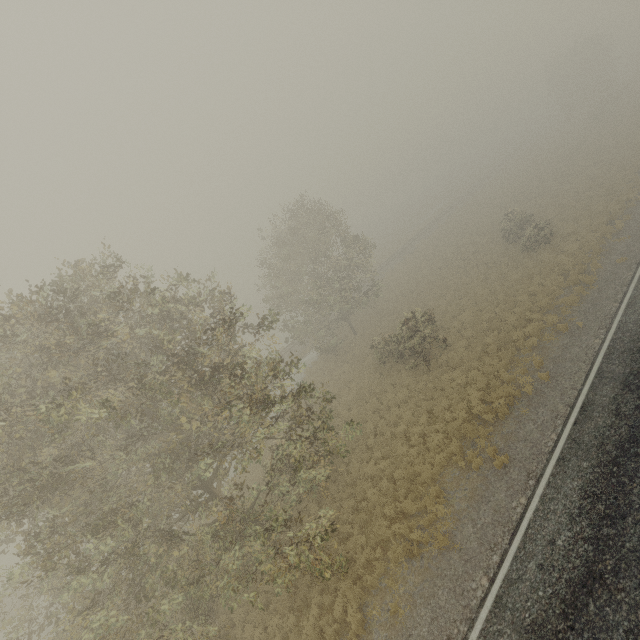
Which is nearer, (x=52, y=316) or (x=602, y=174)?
(x=52, y=316)
